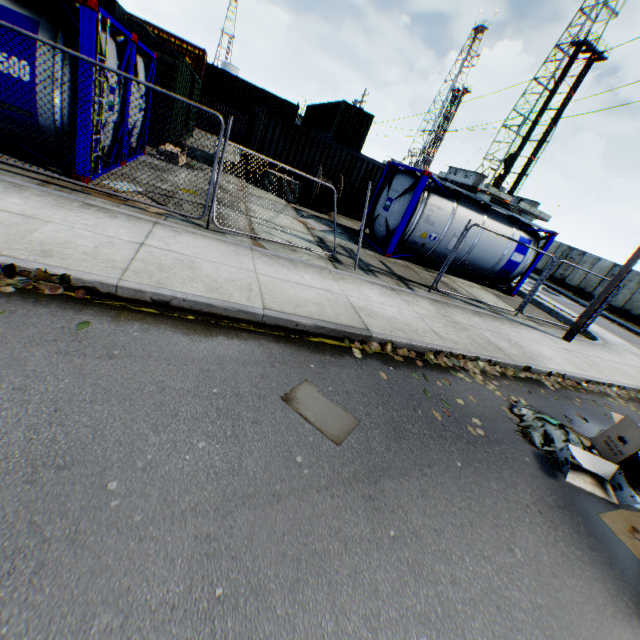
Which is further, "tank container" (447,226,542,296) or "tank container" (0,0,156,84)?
"tank container" (447,226,542,296)

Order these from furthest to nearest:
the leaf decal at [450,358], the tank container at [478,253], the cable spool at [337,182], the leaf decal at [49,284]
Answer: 1. the cable spool at [337,182]
2. the tank container at [478,253]
3. the leaf decal at [450,358]
4. the leaf decal at [49,284]

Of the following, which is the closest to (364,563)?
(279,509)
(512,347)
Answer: (279,509)

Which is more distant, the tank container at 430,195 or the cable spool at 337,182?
the cable spool at 337,182

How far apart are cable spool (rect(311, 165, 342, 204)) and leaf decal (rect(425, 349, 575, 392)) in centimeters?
1027cm

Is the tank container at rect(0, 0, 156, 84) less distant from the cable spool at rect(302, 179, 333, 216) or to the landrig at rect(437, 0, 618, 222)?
the cable spool at rect(302, 179, 333, 216)

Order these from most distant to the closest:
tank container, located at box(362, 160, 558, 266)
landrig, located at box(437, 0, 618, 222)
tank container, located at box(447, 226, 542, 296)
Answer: landrig, located at box(437, 0, 618, 222) < tank container, located at box(447, 226, 542, 296) < tank container, located at box(362, 160, 558, 266)

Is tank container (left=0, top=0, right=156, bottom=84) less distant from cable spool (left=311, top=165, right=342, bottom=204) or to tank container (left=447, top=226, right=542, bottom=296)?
cable spool (left=311, top=165, right=342, bottom=204)
